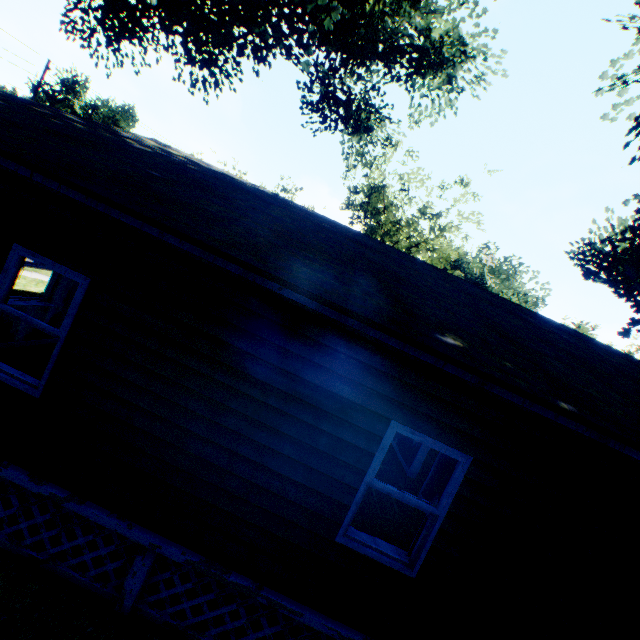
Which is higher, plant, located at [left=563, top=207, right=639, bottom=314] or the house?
plant, located at [left=563, top=207, right=639, bottom=314]

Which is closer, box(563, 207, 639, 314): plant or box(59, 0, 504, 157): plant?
box(563, 207, 639, 314): plant

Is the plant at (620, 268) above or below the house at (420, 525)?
above

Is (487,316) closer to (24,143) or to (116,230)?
(116,230)

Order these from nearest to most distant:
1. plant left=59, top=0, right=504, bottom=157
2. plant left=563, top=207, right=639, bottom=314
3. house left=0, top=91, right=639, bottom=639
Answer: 1. house left=0, top=91, right=639, bottom=639
2. plant left=563, top=207, right=639, bottom=314
3. plant left=59, top=0, right=504, bottom=157

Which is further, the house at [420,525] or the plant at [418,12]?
the plant at [418,12]

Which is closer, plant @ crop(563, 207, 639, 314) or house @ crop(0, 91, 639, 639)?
house @ crop(0, 91, 639, 639)
